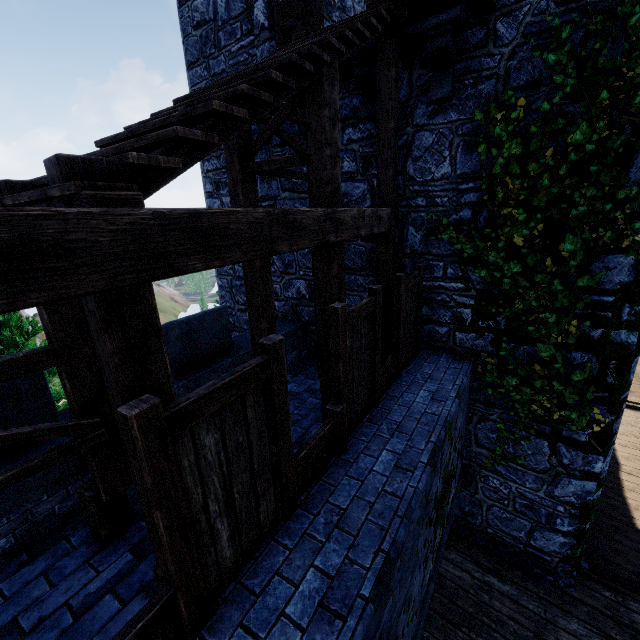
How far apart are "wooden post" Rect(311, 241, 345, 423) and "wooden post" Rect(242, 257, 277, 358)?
1.1 meters

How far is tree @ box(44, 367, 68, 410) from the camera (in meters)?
12.04

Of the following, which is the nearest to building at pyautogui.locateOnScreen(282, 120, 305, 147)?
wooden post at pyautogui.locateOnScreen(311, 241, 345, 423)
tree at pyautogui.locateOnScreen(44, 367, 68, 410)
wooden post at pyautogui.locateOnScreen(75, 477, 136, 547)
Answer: wooden post at pyautogui.locateOnScreen(311, 241, 345, 423)

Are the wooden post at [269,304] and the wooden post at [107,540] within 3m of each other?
yes

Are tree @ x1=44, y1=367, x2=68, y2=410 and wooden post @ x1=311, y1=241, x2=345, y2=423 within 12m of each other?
no

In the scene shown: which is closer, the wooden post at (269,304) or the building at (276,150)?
the wooden post at (269,304)

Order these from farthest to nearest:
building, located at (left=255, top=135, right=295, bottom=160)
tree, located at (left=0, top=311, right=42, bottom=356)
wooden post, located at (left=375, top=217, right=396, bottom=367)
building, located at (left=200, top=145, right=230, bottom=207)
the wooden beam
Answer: tree, located at (left=0, top=311, right=42, bottom=356), building, located at (left=200, top=145, right=230, bottom=207), building, located at (left=255, top=135, right=295, bottom=160), wooden post, located at (left=375, top=217, right=396, bottom=367), the wooden beam

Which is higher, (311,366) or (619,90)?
(619,90)
